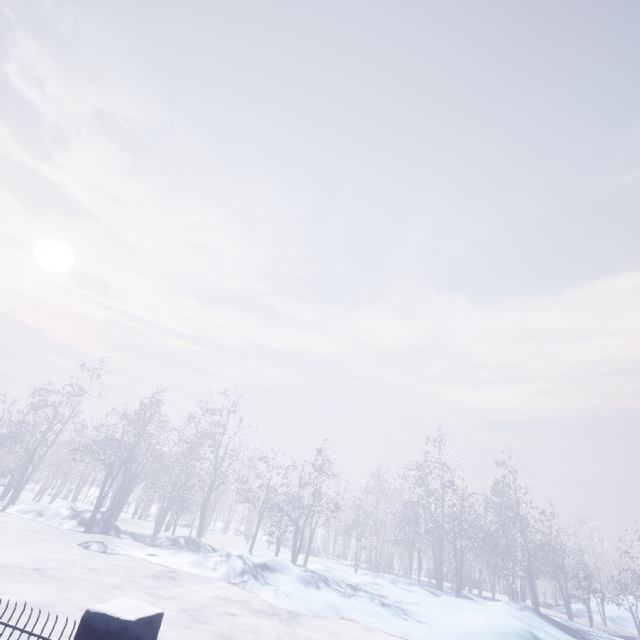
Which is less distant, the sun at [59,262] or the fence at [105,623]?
the fence at [105,623]

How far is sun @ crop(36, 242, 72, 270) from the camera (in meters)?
45.88

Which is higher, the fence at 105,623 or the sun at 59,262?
the sun at 59,262

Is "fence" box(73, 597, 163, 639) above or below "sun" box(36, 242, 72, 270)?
below

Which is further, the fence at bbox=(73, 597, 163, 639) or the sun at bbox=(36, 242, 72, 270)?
the sun at bbox=(36, 242, 72, 270)

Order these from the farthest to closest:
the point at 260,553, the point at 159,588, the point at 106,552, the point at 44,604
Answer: the point at 260,553, the point at 106,552, the point at 159,588, the point at 44,604
